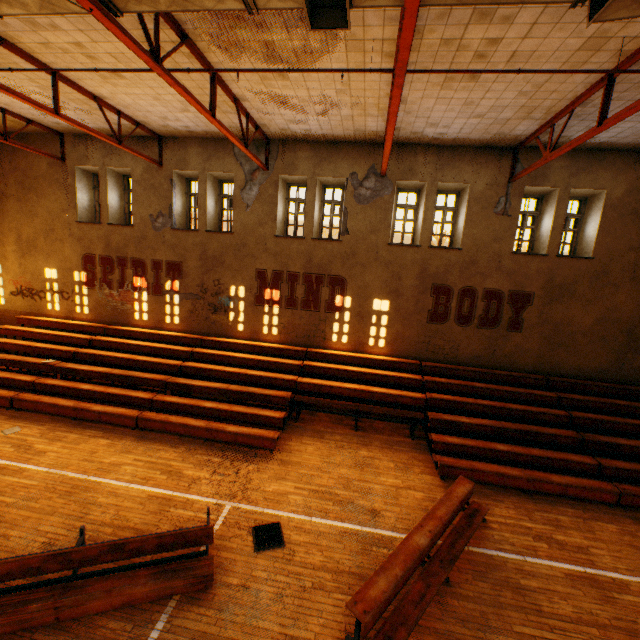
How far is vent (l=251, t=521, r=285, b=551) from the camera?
5.72m

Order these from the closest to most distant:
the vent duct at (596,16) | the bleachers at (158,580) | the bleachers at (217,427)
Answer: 1. the vent duct at (596,16)
2. the bleachers at (158,580)
3. the bleachers at (217,427)

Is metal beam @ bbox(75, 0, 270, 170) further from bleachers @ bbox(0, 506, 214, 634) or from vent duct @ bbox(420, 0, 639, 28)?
bleachers @ bbox(0, 506, 214, 634)

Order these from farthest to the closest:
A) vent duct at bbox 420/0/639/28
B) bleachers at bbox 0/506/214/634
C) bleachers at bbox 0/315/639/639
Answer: bleachers at bbox 0/315/639/639
bleachers at bbox 0/506/214/634
vent duct at bbox 420/0/639/28

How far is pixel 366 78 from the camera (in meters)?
6.88

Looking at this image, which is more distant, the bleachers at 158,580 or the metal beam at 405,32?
the bleachers at 158,580

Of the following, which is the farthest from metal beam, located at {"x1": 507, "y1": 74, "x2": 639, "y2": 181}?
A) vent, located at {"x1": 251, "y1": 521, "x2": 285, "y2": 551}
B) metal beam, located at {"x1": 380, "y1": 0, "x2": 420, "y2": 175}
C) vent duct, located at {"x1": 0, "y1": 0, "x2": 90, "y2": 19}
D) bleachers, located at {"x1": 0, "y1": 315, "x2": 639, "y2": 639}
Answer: vent, located at {"x1": 251, "y1": 521, "x2": 285, "y2": 551}

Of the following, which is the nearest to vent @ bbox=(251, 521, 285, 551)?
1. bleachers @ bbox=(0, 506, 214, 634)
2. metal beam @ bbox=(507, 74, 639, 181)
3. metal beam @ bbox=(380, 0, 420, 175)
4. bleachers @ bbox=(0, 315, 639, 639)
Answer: bleachers @ bbox=(0, 506, 214, 634)
